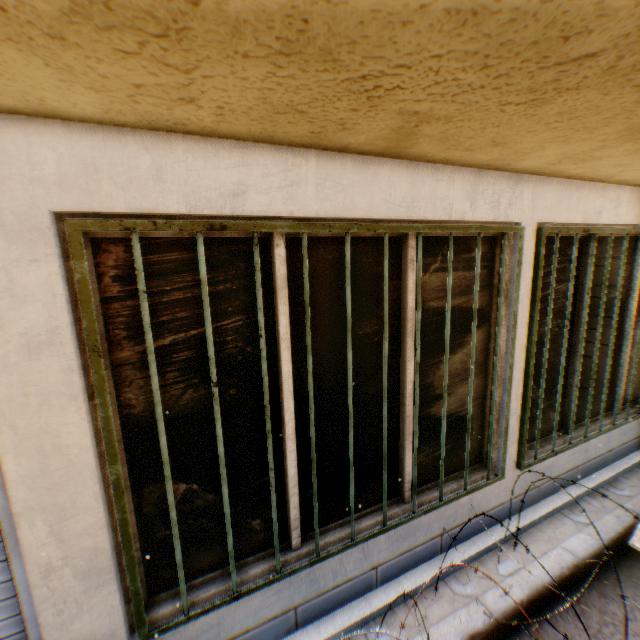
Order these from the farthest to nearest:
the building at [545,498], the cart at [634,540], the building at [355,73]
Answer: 1. the building at [545,498]
2. the cart at [634,540]
3. the building at [355,73]

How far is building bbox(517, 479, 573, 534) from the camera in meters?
3.3

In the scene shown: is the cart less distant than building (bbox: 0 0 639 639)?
No

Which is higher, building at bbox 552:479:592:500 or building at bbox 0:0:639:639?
building at bbox 0:0:639:639

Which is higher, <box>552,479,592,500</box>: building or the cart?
the cart

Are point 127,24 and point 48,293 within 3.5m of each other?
yes

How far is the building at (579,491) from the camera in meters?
3.6
